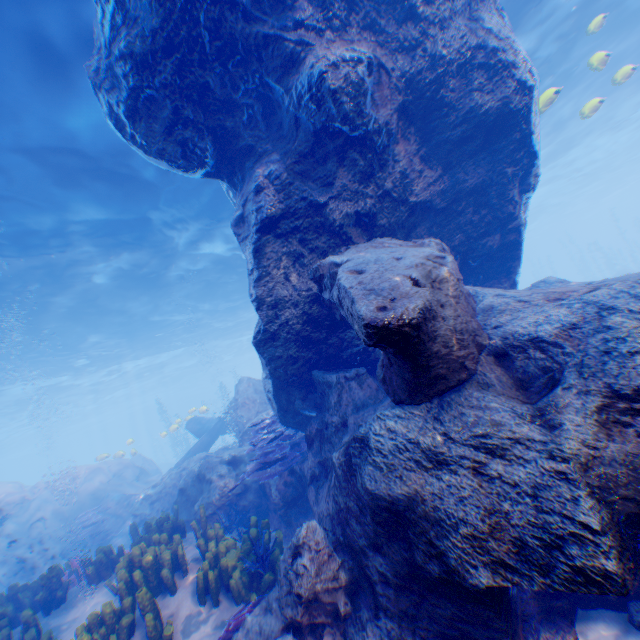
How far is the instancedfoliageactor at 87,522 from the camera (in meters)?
13.00

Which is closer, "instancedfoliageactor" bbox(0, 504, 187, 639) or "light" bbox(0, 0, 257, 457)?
"instancedfoliageactor" bbox(0, 504, 187, 639)

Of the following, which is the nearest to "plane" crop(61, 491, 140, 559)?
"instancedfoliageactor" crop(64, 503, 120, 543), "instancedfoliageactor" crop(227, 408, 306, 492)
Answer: "instancedfoliageactor" crop(64, 503, 120, 543)

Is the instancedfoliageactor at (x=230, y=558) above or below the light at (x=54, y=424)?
below

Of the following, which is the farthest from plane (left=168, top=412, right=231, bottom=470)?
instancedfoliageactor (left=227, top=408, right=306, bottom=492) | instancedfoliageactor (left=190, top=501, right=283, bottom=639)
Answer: instancedfoliageactor (left=190, top=501, right=283, bottom=639)

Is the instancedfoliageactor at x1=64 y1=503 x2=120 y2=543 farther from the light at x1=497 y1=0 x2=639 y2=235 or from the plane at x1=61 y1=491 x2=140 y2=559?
the light at x1=497 y1=0 x2=639 y2=235

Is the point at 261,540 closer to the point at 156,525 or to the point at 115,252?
the point at 156,525

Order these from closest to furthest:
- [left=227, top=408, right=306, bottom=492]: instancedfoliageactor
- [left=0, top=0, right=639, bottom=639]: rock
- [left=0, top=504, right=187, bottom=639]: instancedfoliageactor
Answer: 1. [left=0, top=0, right=639, bottom=639]: rock
2. [left=0, top=504, right=187, bottom=639]: instancedfoliageactor
3. [left=227, top=408, right=306, bottom=492]: instancedfoliageactor
